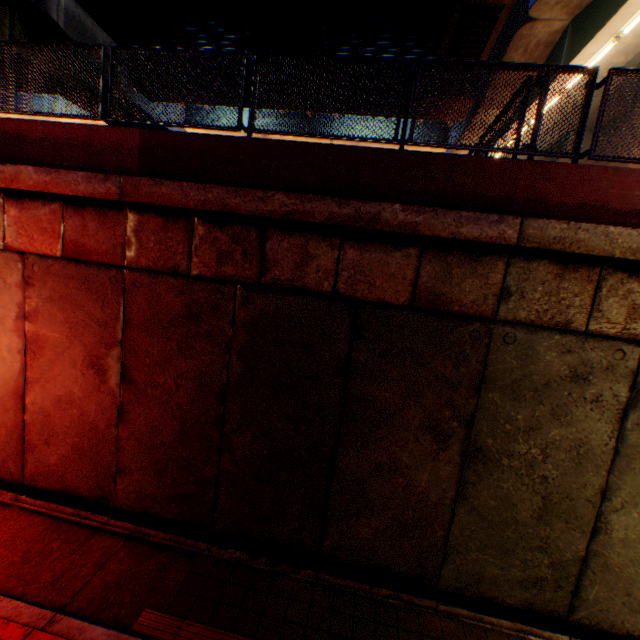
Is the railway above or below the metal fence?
below

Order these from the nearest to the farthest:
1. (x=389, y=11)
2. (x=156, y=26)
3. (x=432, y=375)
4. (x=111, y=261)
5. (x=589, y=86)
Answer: (x=589, y=86)
(x=432, y=375)
(x=111, y=261)
(x=389, y=11)
(x=156, y=26)

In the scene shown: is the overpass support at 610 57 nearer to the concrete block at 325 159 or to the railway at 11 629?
the concrete block at 325 159

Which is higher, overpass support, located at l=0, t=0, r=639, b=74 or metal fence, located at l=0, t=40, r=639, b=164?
overpass support, located at l=0, t=0, r=639, b=74

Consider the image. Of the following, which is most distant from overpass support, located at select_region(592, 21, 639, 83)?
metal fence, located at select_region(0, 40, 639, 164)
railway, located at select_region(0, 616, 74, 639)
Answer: railway, located at select_region(0, 616, 74, 639)

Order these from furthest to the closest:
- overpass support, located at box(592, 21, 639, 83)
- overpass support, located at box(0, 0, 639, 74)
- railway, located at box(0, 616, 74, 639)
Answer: overpass support, located at box(0, 0, 639, 74), overpass support, located at box(592, 21, 639, 83), railway, located at box(0, 616, 74, 639)

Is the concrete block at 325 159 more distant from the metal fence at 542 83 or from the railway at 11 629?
the railway at 11 629

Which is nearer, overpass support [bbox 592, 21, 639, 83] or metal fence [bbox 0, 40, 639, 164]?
metal fence [bbox 0, 40, 639, 164]
